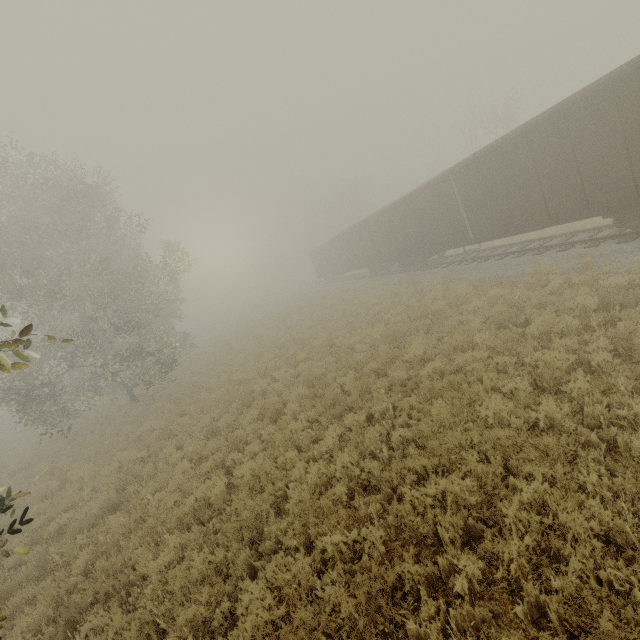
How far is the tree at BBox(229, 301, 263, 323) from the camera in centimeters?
5247cm

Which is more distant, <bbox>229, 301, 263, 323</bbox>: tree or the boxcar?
<bbox>229, 301, 263, 323</bbox>: tree

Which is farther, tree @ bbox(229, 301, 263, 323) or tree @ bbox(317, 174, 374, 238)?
tree @ bbox(229, 301, 263, 323)

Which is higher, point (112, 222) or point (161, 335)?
point (112, 222)

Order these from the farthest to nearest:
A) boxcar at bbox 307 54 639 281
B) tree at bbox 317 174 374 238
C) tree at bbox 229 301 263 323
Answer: tree at bbox 229 301 263 323
tree at bbox 317 174 374 238
boxcar at bbox 307 54 639 281

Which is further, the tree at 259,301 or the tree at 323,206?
the tree at 259,301

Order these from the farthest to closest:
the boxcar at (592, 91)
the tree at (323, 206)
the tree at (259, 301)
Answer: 1. the tree at (259, 301)
2. the tree at (323, 206)
3. the boxcar at (592, 91)
